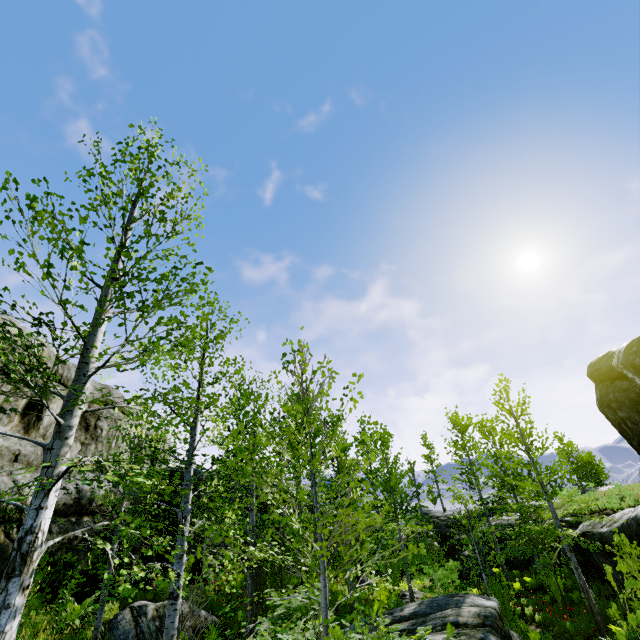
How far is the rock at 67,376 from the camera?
18.0 meters

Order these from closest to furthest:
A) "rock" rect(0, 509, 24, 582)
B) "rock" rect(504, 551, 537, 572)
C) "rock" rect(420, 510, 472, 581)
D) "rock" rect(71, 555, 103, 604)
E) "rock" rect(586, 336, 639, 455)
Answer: "rock" rect(586, 336, 639, 455) → "rock" rect(0, 509, 24, 582) → "rock" rect(71, 555, 103, 604) → "rock" rect(504, 551, 537, 572) → "rock" rect(420, 510, 472, 581)

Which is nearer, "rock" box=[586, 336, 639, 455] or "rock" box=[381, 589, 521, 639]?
"rock" box=[586, 336, 639, 455]

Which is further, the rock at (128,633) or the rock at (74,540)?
the rock at (74,540)

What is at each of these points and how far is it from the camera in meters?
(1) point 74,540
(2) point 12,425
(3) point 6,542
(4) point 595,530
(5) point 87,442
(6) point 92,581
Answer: (1) rock, 9.5
(2) rock, 15.8
(3) rock, 8.3
(4) rock, 15.6
(5) rock, 19.6
(6) rock, 10.1

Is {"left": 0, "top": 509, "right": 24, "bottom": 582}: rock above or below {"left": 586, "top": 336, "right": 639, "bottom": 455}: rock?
below

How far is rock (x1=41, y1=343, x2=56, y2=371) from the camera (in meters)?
17.44
